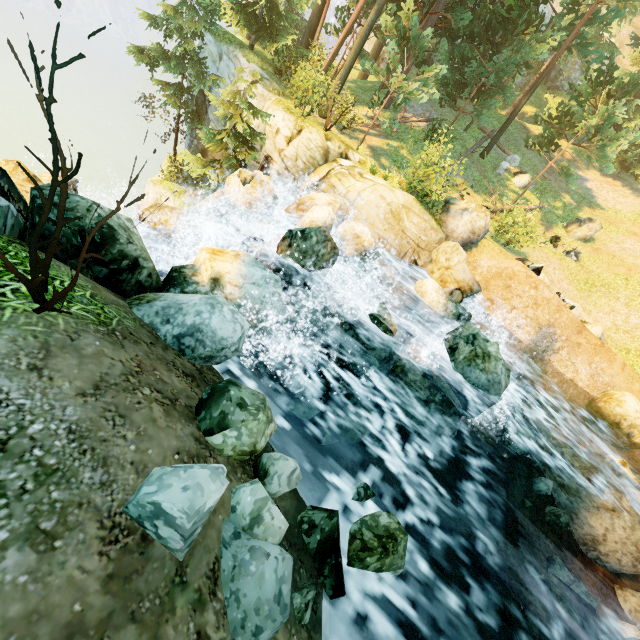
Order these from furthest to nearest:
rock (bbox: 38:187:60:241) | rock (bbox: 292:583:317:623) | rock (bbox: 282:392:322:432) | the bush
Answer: rock (bbox: 282:392:322:432)
rock (bbox: 38:187:60:241)
rock (bbox: 292:583:317:623)
the bush

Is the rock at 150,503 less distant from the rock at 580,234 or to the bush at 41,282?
the bush at 41,282

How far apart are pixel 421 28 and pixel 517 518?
26.26m

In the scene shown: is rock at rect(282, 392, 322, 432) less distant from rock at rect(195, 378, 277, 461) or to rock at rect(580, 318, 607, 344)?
rock at rect(195, 378, 277, 461)

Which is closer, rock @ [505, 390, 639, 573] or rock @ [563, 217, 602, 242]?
rock @ [505, 390, 639, 573]

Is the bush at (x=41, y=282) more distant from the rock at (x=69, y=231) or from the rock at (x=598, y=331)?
the rock at (x=598, y=331)

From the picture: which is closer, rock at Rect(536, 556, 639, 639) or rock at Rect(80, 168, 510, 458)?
rock at Rect(80, 168, 510, 458)

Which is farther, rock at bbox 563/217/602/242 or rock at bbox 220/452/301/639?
rock at bbox 563/217/602/242
